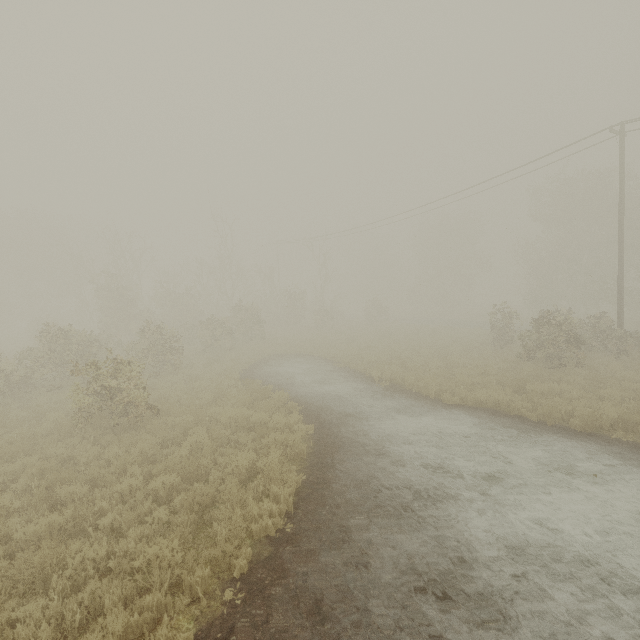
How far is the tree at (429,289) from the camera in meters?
47.0 m

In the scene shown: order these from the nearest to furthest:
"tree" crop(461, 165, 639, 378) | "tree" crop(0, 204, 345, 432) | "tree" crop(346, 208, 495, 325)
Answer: "tree" crop(0, 204, 345, 432) → "tree" crop(461, 165, 639, 378) → "tree" crop(346, 208, 495, 325)

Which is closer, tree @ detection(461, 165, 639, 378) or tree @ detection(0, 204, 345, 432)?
tree @ detection(0, 204, 345, 432)

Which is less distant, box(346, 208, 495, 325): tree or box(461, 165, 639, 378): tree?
box(461, 165, 639, 378): tree

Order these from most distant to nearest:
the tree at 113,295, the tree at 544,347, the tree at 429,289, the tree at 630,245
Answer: the tree at 429,289 < the tree at 630,245 < the tree at 544,347 < the tree at 113,295

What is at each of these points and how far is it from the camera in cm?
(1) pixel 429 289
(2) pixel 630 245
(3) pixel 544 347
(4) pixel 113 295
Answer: (1) tree, 5109
(2) tree, 3177
(3) tree, 1681
(4) tree, 2591
